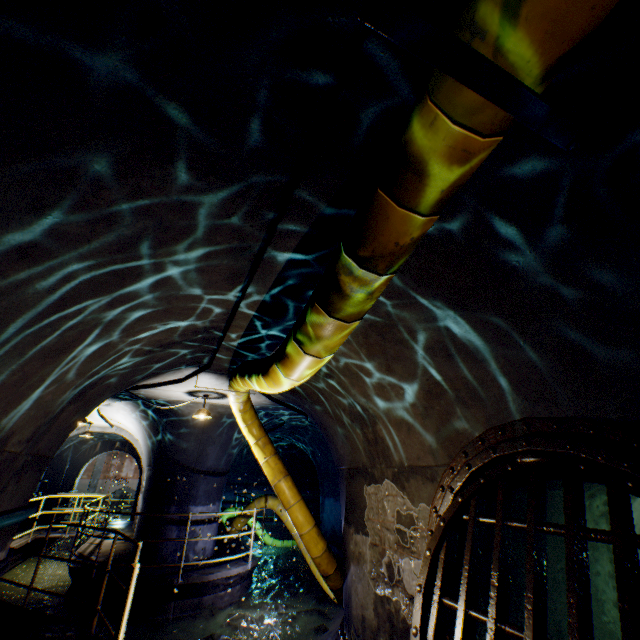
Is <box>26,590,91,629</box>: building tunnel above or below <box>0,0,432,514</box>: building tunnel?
below

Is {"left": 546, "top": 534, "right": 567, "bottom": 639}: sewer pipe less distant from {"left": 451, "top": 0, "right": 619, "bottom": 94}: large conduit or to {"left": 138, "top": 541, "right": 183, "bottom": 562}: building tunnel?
{"left": 138, "top": 541, "right": 183, "bottom": 562}: building tunnel

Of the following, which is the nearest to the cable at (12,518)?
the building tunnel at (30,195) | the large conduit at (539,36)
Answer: the building tunnel at (30,195)

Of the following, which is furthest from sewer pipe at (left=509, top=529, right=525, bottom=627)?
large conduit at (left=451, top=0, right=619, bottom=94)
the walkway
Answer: large conduit at (left=451, top=0, right=619, bottom=94)

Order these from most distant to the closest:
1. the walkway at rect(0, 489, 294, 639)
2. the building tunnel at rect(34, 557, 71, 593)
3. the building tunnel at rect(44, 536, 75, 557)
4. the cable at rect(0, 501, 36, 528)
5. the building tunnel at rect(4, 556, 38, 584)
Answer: the building tunnel at rect(44, 536, 75, 557) < the building tunnel at rect(4, 556, 38, 584) < the building tunnel at rect(34, 557, 71, 593) < the walkway at rect(0, 489, 294, 639) < the cable at rect(0, 501, 36, 528)

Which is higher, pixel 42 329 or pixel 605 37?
pixel 605 37

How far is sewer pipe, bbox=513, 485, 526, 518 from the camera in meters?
3.7 m

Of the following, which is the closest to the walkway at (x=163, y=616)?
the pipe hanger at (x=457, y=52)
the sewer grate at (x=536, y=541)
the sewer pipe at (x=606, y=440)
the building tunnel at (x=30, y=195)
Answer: the building tunnel at (x=30, y=195)
